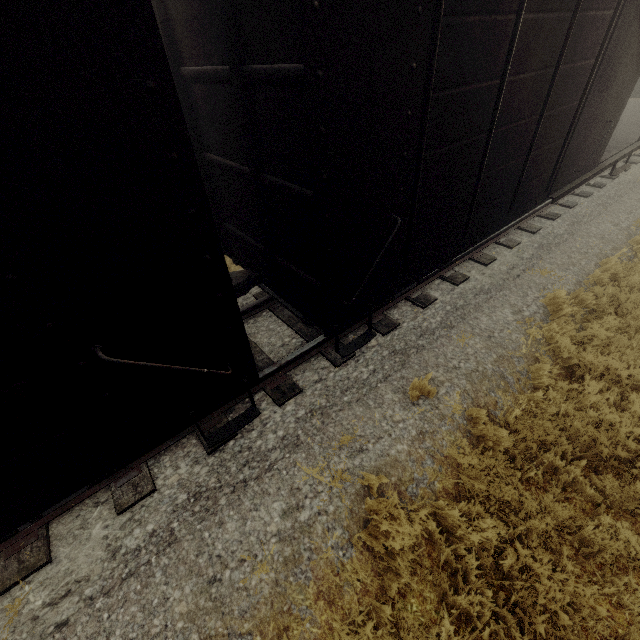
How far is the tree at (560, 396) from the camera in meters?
4.5 m

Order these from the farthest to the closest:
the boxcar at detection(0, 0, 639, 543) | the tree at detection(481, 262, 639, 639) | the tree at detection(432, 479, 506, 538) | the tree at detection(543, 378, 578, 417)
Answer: the tree at detection(543, 378, 578, 417) → the tree at detection(432, 479, 506, 538) → the tree at detection(481, 262, 639, 639) → the boxcar at detection(0, 0, 639, 543)

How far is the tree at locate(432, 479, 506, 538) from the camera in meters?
3.5 m

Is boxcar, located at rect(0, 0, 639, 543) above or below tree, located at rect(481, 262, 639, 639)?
above

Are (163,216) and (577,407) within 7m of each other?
yes

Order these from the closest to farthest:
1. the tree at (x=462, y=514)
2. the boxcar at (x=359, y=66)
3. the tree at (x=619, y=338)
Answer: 1. the boxcar at (x=359, y=66)
2. the tree at (x=619, y=338)
3. the tree at (x=462, y=514)
